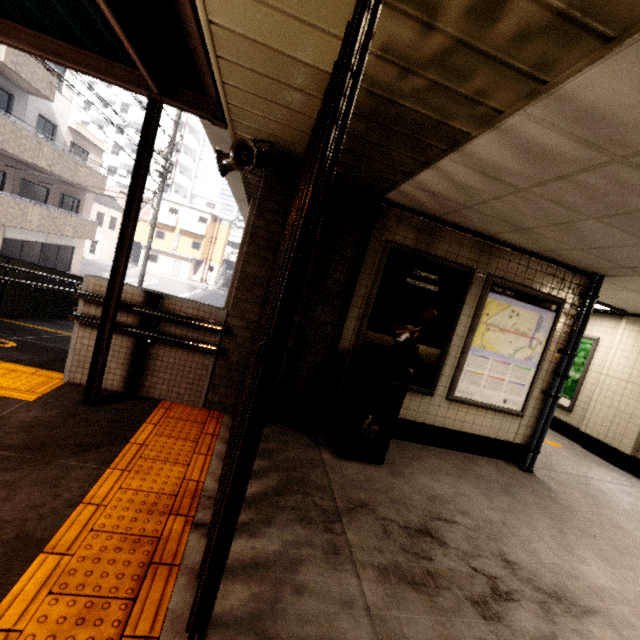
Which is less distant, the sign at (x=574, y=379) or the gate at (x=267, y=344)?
the gate at (x=267, y=344)

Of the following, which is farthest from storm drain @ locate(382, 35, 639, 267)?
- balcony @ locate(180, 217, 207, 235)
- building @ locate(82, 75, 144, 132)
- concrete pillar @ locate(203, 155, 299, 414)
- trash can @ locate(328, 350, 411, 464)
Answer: building @ locate(82, 75, 144, 132)

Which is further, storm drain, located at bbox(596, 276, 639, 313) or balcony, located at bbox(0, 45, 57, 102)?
balcony, located at bbox(0, 45, 57, 102)

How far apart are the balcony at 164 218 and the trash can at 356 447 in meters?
41.8

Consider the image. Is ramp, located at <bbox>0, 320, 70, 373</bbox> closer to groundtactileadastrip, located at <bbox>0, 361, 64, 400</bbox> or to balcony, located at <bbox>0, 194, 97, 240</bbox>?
groundtactileadastrip, located at <bbox>0, 361, 64, 400</bbox>

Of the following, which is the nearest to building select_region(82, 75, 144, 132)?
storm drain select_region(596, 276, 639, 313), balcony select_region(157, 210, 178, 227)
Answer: balcony select_region(157, 210, 178, 227)

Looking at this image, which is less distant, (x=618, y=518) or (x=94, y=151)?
(x=618, y=518)

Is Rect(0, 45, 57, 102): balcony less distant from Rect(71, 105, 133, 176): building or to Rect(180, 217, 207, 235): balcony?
Rect(180, 217, 207, 235): balcony
